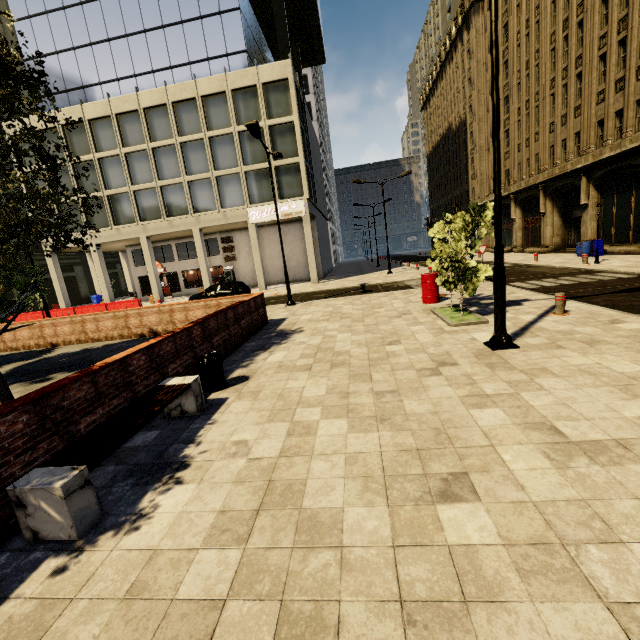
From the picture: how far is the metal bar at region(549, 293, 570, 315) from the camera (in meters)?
8.34

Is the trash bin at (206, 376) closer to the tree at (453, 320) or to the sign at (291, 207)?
the tree at (453, 320)

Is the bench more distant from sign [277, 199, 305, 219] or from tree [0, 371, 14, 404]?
sign [277, 199, 305, 219]

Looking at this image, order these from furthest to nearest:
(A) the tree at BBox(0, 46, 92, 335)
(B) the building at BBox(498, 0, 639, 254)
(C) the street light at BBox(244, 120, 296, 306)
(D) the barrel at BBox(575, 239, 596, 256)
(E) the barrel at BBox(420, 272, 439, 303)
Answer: (D) the barrel at BBox(575, 239, 596, 256)
(B) the building at BBox(498, 0, 639, 254)
(C) the street light at BBox(244, 120, 296, 306)
(E) the barrel at BBox(420, 272, 439, 303)
(A) the tree at BBox(0, 46, 92, 335)

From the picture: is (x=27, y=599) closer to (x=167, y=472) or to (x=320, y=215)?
(x=167, y=472)

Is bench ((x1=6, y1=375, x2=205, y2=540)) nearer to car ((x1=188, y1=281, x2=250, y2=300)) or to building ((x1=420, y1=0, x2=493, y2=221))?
car ((x1=188, y1=281, x2=250, y2=300))

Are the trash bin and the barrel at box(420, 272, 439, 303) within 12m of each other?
yes

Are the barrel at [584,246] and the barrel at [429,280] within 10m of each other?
no
